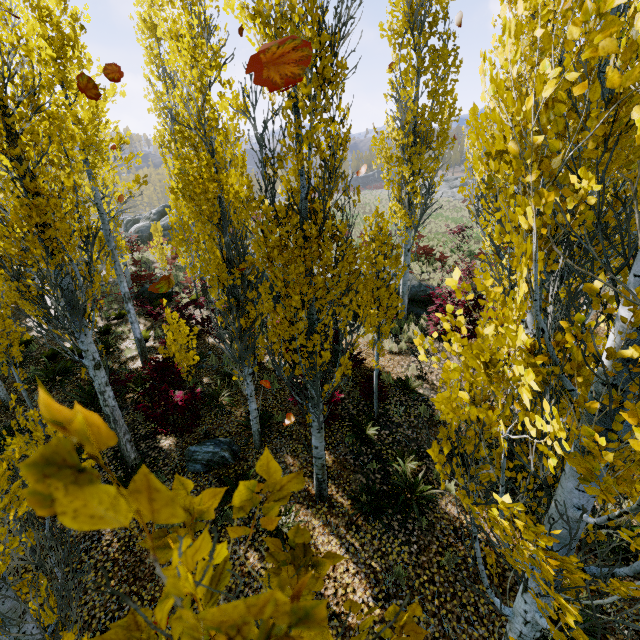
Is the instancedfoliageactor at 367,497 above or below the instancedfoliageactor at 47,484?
below

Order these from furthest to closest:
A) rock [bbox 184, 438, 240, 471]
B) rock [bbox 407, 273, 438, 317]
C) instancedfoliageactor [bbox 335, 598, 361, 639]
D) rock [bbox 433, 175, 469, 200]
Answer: rock [bbox 433, 175, 469, 200], rock [bbox 407, 273, 438, 317], rock [bbox 184, 438, 240, 471], instancedfoliageactor [bbox 335, 598, 361, 639]

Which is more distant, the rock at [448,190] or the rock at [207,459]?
the rock at [448,190]

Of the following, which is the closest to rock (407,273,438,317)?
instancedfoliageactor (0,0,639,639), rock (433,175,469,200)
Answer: instancedfoliageactor (0,0,639,639)

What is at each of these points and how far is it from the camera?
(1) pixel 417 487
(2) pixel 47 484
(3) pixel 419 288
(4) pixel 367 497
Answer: (1) instancedfoliageactor, 6.4 meters
(2) instancedfoliageactor, 0.2 meters
(3) rock, 13.5 meters
(4) instancedfoliageactor, 6.3 meters

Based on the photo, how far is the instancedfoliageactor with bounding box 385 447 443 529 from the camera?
6.1 meters

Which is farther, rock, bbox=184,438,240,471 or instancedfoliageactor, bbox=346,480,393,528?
rock, bbox=184,438,240,471
